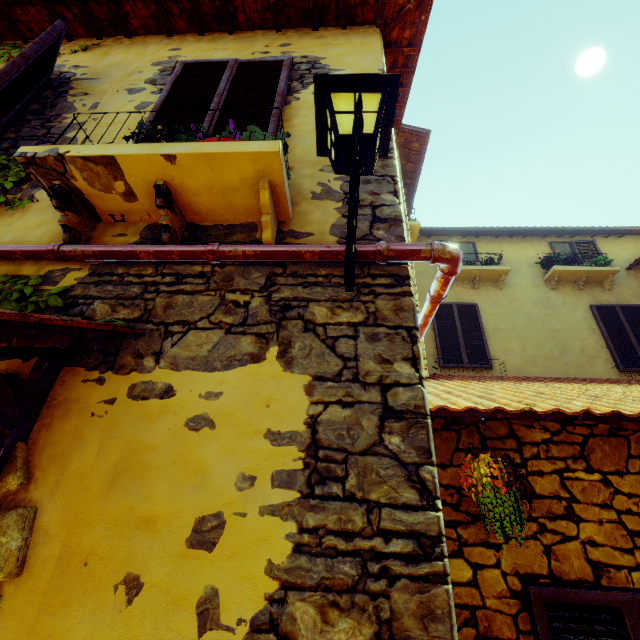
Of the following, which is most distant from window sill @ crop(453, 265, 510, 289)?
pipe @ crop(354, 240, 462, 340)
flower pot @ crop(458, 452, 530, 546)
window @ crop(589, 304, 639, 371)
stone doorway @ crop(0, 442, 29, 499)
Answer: stone doorway @ crop(0, 442, 29, 499)

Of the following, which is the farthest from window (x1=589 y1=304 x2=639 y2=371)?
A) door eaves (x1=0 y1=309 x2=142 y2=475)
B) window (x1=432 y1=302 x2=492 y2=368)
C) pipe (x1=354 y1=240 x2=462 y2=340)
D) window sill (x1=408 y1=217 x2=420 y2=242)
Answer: door eaves (x1=0 y1=309 x2=142 y2=475)

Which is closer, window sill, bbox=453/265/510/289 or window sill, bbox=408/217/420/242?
window sill, bbox=408/217/420/242

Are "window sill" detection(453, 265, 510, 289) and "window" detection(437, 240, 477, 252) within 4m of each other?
yes

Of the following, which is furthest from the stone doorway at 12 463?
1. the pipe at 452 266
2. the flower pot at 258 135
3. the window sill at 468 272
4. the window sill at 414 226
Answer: the window sill at 468 272

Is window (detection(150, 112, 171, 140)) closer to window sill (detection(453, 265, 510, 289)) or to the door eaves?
the door eaves

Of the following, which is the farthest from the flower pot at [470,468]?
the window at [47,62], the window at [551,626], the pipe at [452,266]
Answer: the window at [47,62]

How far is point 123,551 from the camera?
1.2m
